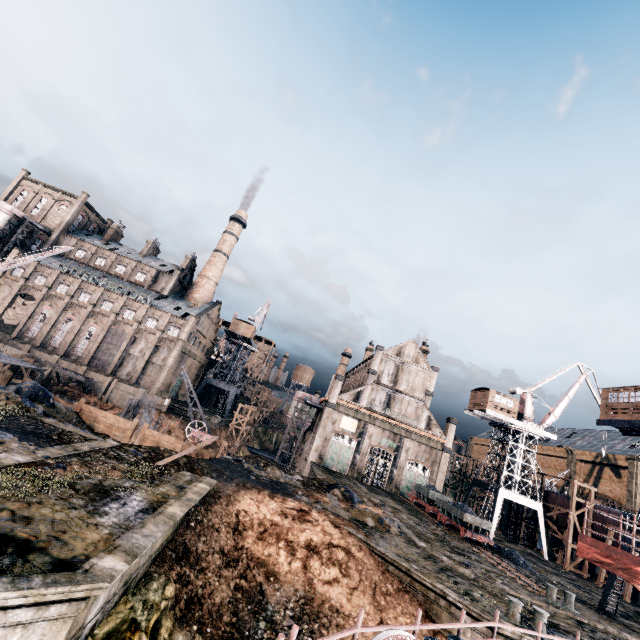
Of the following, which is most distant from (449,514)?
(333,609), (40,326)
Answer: (40,326)

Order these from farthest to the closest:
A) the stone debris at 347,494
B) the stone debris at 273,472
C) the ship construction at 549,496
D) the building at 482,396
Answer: the building at 482,396, the ship construction at 549,496, the stone debris at 273,472, the stone debris at 347,494

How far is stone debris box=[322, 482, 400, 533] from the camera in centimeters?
2314cm

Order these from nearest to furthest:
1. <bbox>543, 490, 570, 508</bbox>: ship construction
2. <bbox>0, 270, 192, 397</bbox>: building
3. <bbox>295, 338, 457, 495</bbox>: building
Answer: <bbox>543, 490, 570, 508</bbox>: ship construction → <bbox>295, 338, 457, 495</bbox>: building → <bbox>0, 270, 192, 397</bbox>: building

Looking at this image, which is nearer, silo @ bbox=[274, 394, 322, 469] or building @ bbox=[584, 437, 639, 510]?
building @ bbox=[584, 437, 639, 510]

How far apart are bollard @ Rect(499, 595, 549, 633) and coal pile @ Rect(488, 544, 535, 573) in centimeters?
1859cm

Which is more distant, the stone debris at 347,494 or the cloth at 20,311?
the cloth at 20,311

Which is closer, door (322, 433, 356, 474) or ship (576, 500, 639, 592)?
ship (576, 500, 639, 592)
